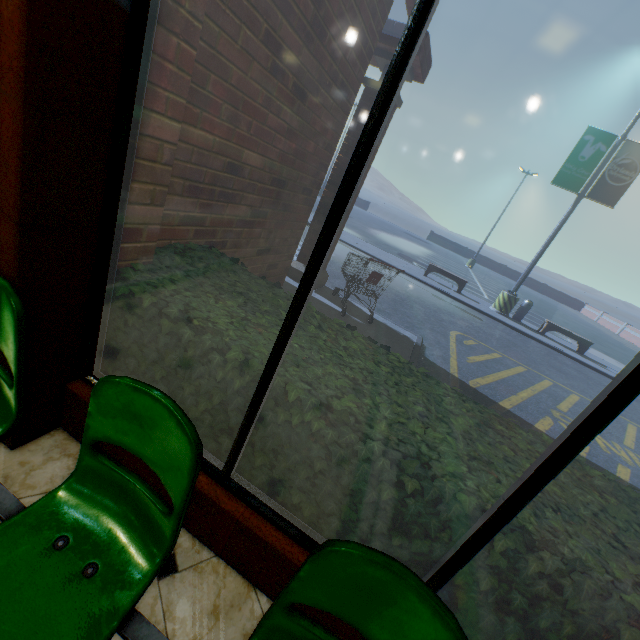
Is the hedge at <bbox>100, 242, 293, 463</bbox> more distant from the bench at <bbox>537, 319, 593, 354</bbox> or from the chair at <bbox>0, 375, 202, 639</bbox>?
the bench at <bbox>537, 319, 593, 354</bbox>

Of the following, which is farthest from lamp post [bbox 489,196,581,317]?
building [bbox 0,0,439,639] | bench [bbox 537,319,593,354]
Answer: building [bbox 0,0,439,639]

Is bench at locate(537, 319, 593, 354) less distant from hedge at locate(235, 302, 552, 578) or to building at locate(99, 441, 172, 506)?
building at locate(99, 441, 172, 506)

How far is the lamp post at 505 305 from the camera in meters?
12.0

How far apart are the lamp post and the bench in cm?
132

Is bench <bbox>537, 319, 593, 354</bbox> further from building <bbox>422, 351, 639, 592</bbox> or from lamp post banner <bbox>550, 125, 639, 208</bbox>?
building <bbox>422, 351, 639, 592</bbox>

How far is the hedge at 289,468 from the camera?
1.5m

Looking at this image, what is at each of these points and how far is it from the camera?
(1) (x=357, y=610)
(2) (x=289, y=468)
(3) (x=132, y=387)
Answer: (1) chair, 1.0m
(2) hedge, 1.7m
(3) chair, 1.1m
